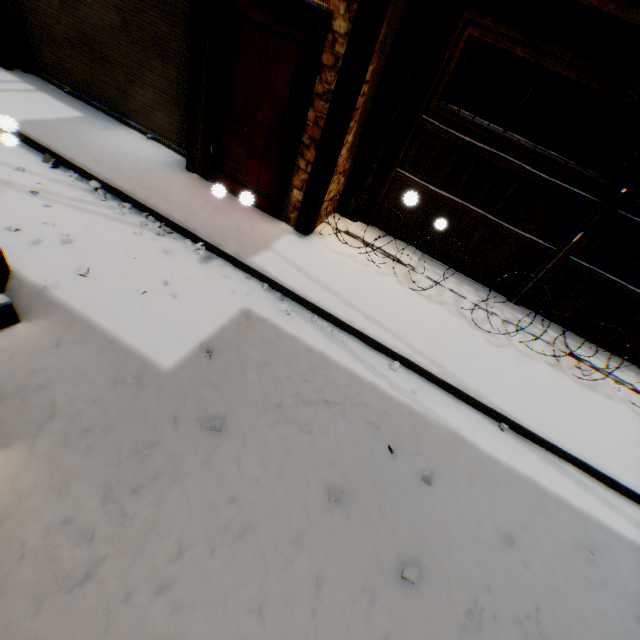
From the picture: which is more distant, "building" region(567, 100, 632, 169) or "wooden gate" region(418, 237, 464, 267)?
"building" region(567, 100, 632, 169)

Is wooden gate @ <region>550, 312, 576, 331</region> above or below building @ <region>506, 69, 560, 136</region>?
below

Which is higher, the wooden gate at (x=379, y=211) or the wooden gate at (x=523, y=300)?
the wooden gate at (x=379, y=211)

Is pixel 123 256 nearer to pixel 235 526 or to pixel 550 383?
pixel 235 526

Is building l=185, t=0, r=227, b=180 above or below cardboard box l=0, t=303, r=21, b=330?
above

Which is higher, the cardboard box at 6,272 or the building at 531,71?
the building at 531,71

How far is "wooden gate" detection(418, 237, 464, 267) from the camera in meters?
5.5

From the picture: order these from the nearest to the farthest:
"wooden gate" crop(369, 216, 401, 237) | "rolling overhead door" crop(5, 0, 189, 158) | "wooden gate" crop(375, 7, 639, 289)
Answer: "wooden gate" crop(375, 7, 639, 289) < "rolling overhead door" crop(5, 0, 189, 158) < "wooden gate" crop(369, 216, 401, 237)
